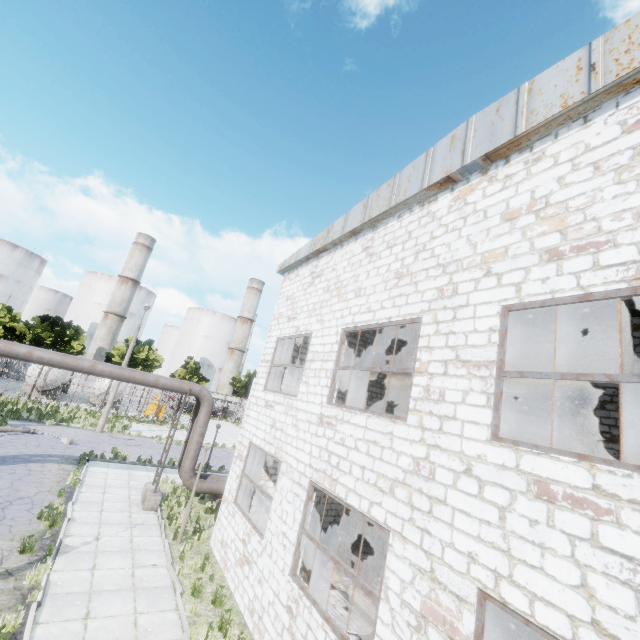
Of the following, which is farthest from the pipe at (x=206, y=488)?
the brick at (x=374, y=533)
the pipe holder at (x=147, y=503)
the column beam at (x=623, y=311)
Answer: the column beam at (x=623, y=311)

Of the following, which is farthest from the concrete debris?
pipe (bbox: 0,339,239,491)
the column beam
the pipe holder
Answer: the column beam

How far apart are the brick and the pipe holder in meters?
9.0

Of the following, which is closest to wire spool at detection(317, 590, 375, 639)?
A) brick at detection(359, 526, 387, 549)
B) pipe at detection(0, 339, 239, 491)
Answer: brick at detection(359, 526, 387, 549)

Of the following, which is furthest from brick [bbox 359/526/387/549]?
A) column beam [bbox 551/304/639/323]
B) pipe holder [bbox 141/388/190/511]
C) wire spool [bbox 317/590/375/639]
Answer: pipe holder [bbox 141/388/190/511]

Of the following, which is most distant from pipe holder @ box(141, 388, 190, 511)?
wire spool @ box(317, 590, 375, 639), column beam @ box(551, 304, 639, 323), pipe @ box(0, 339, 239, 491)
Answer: column beam @ box(551, 304, 639, 323)

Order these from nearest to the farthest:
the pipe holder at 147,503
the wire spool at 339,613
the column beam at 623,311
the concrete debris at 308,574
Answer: the wire spool at 339,613, the concrete debris at 308,574, the column beam at 623,311, the pipe holder at 147,503

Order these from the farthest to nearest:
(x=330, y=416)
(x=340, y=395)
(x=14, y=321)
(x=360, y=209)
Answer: (x=14, y=321)
(x=340, y=395)
(x=360, y=209)
(x=330, y=416)
